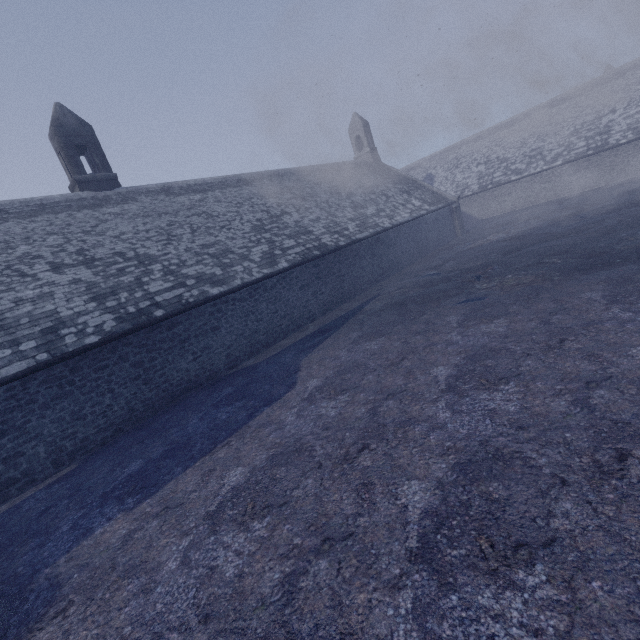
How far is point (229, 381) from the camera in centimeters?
1115cm
